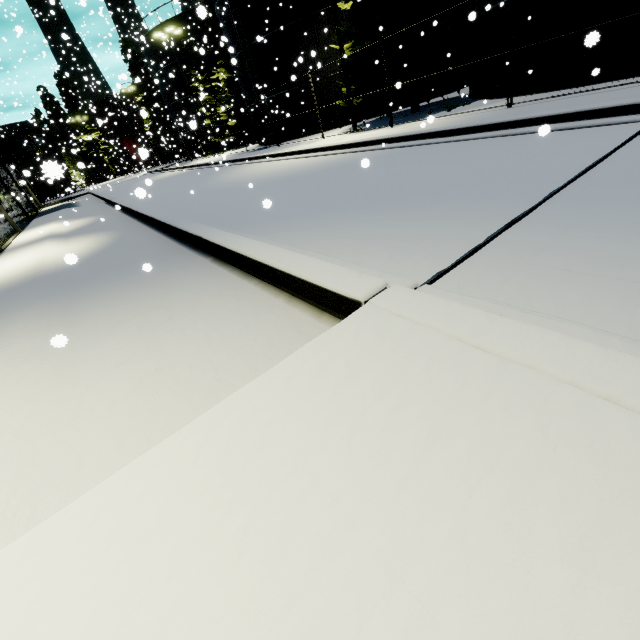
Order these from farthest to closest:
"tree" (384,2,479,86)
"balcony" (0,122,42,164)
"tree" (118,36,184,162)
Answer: "tree" (118,36,184,162), "balcony" (0,122,42,164), "tree" (384,2,479,86)

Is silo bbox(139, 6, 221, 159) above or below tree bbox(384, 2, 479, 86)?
above

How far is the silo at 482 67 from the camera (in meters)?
12.53

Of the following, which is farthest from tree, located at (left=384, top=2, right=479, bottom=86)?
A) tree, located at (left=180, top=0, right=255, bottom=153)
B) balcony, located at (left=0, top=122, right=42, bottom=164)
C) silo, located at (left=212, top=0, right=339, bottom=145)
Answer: balcony, located at (left=0, top=122, right=42, bottom=164)

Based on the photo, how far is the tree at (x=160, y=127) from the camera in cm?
4094

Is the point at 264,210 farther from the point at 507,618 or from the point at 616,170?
the point at 507,618

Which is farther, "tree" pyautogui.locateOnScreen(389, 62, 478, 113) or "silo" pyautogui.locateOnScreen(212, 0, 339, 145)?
"silo" pyautogui.locateOnScreen(212, 0, 339, 145)
